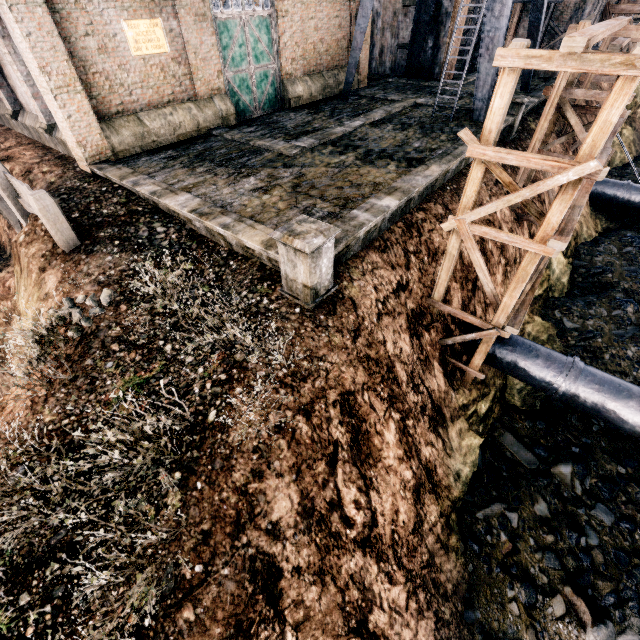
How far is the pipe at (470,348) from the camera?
13.1 meters

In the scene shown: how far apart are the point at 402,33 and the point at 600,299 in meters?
25.1

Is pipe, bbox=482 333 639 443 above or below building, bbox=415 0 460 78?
below

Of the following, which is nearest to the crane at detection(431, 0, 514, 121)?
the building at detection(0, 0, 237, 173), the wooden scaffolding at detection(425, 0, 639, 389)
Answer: the building at detection(0, 0, 237, 173)

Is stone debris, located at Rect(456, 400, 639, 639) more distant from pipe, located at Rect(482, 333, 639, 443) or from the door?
the door

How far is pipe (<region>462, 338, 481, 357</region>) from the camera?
13.1m

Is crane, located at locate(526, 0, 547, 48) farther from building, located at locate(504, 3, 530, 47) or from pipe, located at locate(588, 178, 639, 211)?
pipe, located at locate(588, 178, 639, 211)

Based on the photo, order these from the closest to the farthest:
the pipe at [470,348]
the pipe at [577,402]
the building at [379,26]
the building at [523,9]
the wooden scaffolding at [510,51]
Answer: the wooden scaffolding at [510,51] → the pipe at [577,402] → the pipe at [470,348] → the building at [379,26] → the building at [523,9]
